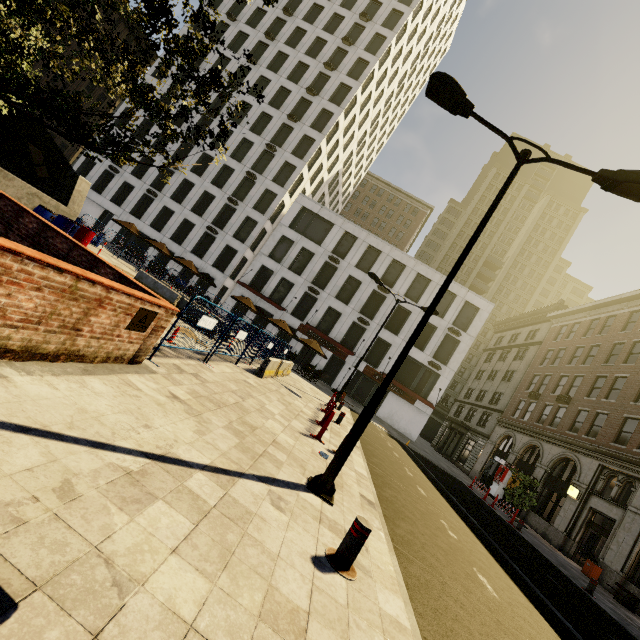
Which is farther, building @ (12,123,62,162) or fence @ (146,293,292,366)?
building @ (12,123,62,162)

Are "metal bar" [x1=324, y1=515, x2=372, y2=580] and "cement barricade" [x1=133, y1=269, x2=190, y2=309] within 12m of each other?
no

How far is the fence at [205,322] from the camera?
7.6 meters

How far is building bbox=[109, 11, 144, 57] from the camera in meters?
A: 45.2

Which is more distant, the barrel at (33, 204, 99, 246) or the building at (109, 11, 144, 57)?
the building at (109, 11, 144, 57)

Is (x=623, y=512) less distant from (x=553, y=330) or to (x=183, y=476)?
(x=553, y=330)

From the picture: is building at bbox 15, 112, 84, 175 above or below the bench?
above

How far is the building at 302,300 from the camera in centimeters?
3325cm
